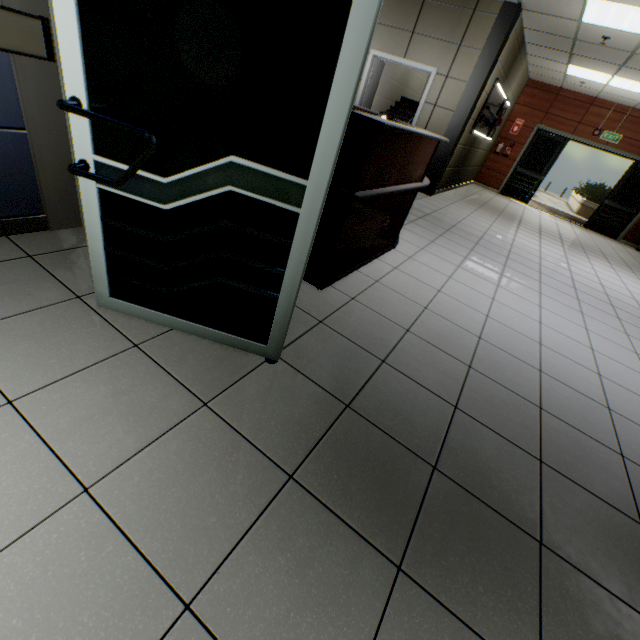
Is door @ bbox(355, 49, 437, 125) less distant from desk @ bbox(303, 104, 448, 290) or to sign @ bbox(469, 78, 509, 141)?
sign @ bbox(469, 78, 509, 141)

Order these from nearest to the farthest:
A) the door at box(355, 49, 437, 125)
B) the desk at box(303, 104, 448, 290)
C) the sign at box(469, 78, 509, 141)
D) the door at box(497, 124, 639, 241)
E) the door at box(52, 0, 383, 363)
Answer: the door at box(52, 0, 383, 363)
the desk at box(303, 104, 448, 290)
the door at box(355, 49, 437, 125)
the sign at box(469, 78, 509, 141)
the door at box(497, 124, 639, 241)

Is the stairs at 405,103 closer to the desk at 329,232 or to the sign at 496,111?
the sign at 496,111

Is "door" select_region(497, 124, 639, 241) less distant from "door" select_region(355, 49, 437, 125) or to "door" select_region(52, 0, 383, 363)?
"door" select_region(355, 49, 437, 125)

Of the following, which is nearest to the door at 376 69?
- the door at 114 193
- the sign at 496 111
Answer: the sign at 496 111

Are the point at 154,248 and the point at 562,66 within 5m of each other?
no

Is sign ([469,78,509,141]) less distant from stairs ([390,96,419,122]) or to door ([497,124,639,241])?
stairs ([390,96,419,122])

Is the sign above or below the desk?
above
